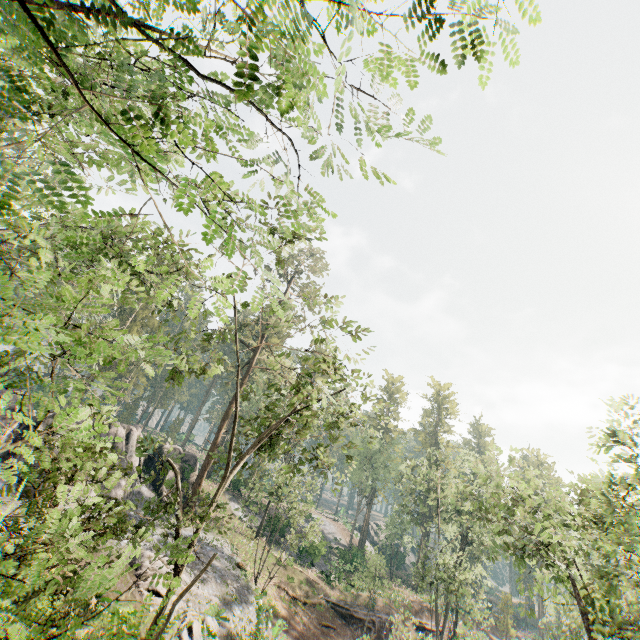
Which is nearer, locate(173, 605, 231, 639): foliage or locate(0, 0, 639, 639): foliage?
locate(0, 0, 639, 639): foliage

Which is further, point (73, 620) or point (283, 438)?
point (283, 438)

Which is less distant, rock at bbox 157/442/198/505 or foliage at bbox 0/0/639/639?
foliage at bbox 0/0/639/639

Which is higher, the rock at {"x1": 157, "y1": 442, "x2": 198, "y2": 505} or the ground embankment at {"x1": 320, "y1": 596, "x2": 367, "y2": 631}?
the rock at {"x1": 157, "y1": 442, "x2": 198, "y2": 505}

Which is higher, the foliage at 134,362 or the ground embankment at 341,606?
the foliage at 134,362

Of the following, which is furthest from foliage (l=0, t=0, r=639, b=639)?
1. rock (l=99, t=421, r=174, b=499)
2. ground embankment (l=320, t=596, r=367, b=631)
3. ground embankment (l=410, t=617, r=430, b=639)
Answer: ground embankment (l=320, t=596, r=367, b=631)

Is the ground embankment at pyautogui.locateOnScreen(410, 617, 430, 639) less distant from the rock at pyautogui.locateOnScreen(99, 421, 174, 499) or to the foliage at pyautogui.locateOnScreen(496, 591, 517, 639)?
the foliage at pyautogui.locateOnScreen(496, 591, 517, 639)
